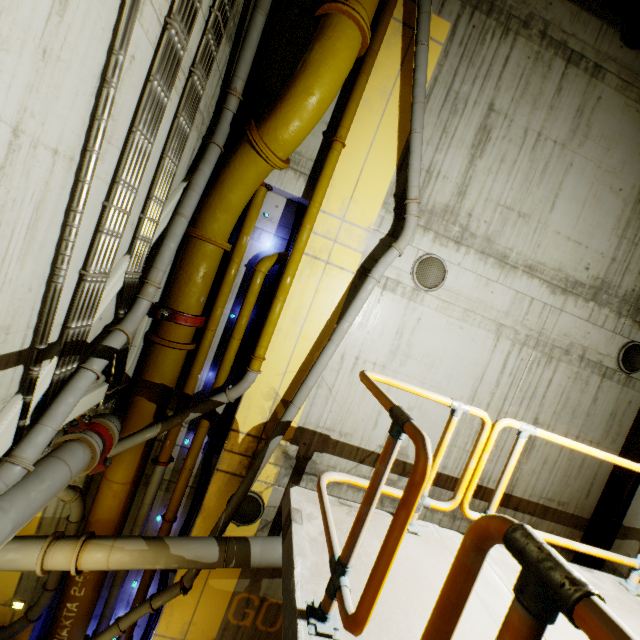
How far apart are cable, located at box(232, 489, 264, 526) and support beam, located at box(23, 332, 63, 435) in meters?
4.1

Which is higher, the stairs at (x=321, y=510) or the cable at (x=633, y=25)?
the cable at (x=633, y=25)

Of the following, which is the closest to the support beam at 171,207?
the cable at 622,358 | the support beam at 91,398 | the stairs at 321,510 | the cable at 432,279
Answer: the support beam at 91,398

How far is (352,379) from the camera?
7.1m

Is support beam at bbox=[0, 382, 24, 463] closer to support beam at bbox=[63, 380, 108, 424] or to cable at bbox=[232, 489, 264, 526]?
support beam at bbox=[63, 380, 108, 424]

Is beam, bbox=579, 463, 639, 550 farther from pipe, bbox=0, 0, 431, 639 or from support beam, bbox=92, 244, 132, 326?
support beam, bbox=92, 244, 132, 326

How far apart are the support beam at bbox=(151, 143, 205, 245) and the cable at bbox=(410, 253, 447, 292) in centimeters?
463cm

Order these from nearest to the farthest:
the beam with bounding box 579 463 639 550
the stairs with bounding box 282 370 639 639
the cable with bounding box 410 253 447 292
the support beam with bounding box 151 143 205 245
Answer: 1. the stairs with bounding box 282 370 639 639
2. the support beam with bounding box 151 143 205 245
3. the cable with bounding box 410 253 447 292
4. the beam with bounding box 579 463 639 550
